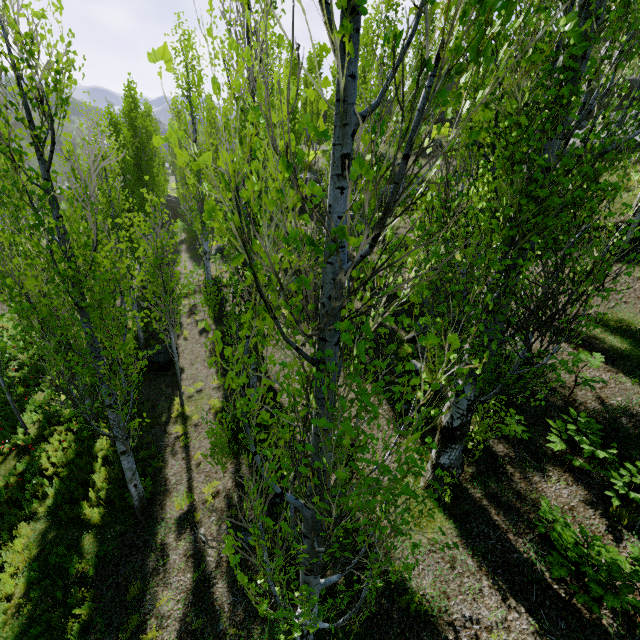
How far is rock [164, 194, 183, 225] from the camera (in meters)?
37.08

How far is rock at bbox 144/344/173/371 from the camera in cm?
1323

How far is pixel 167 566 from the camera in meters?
7.3 m

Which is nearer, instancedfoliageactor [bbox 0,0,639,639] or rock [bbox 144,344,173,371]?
instancedfoliageactor [bbox 0,0,639,639]

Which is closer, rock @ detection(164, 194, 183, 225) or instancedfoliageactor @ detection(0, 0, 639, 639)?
instancedfoliageactor @ detection(0, 0, 639, 639)

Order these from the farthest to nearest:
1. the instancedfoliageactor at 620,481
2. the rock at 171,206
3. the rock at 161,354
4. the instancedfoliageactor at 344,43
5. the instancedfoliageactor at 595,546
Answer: the rock at 171,206, the rock at 161,354, the instancedfoliageactor at 620,481, the instancedfoliageactor at 595,546, the instancedfoliageactor at 344,43

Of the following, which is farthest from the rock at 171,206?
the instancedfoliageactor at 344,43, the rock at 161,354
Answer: the rock at 161,354

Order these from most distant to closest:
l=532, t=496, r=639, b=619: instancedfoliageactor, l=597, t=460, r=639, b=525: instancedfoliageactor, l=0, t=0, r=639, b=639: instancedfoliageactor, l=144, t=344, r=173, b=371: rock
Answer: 1. l=144, t=344, r=173, b=371: rock
2. l=597, t=460, r=639, b=525: instancedfoliageactor
3. l=532, t=496, r=639, b=619: instancedfoliageactor
4. l=0, t=0, r=639, b=639: instancedfoliageactor
